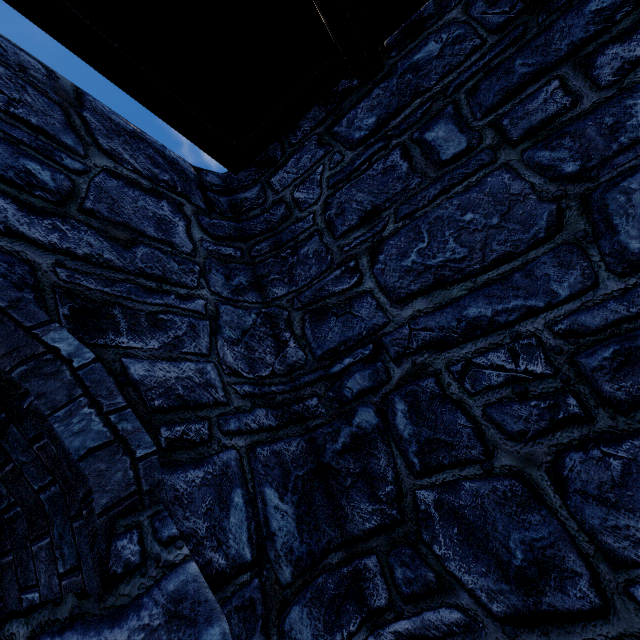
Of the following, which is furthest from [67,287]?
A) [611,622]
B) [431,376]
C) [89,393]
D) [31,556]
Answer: [611,622]
